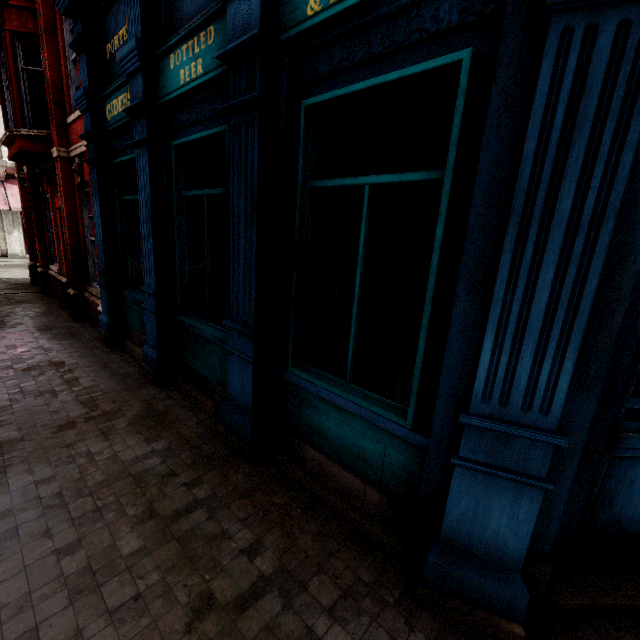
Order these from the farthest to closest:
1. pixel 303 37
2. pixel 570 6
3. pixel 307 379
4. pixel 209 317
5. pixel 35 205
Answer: pixel 35 205 → pixel 209 317 → pixel 307 379 → pixel 303 37 → pixel 570 6
